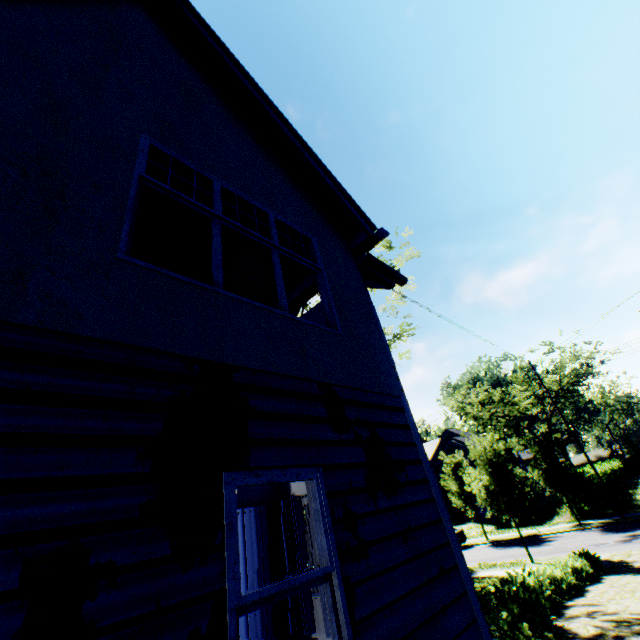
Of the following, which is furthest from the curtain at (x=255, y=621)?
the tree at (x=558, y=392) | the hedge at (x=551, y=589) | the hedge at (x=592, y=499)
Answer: the hedge at (x=592, y=499)

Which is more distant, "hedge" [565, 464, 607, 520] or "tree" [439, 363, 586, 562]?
"hedge" [565, 464, 607, 520]

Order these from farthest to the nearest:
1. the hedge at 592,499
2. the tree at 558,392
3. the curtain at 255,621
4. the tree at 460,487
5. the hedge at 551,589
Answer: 1. the tree at 558,392
2. the hedge at 592,499
3. the tree at 460,487
4. the curtain at 255,621
5. the hedge at 551,589

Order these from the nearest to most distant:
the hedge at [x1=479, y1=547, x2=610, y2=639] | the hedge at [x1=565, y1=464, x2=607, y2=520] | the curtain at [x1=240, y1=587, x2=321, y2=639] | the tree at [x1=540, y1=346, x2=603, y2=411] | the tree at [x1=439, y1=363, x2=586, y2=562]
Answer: the hedge at [x1=479, y1=547, x2=610, y2=639] < the curtain at [x1=240, y1=587, x2=321, y2=639] < the tree at [x1=439, y1=363, x2=586, y2=562] < the hedge at [x1=565, y1=464, x2=607, y2=520] < the tree at [x1=540, y1=346, x2=603, y2=411]

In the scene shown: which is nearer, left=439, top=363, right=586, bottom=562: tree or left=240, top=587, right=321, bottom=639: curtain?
left=240, top=587, right=321, bottom=639: curtain

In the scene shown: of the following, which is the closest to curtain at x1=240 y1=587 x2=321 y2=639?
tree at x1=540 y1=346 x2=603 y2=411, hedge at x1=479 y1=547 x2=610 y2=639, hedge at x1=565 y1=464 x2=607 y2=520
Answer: hedge at x1=479 y1=547 x2=610 y2=639

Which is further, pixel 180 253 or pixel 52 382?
pixel 180 253

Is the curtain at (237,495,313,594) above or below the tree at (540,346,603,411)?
below
